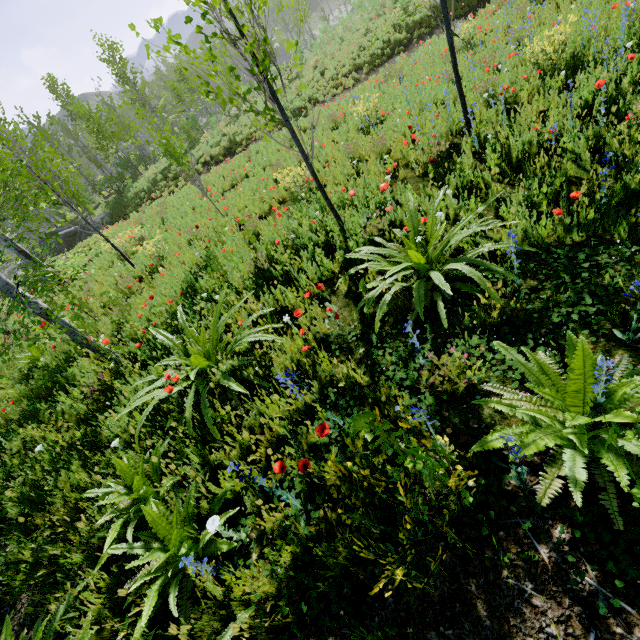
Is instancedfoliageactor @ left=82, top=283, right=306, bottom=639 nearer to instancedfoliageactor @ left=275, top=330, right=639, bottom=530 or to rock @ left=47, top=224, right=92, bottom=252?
rock @ left=47, top=224, right=92, bottom=252

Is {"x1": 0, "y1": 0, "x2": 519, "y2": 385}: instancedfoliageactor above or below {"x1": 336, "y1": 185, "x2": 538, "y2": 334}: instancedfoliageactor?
above

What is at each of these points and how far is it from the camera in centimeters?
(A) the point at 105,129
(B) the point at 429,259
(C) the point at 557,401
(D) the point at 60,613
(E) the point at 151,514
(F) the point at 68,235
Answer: (A) instancedfoliageactor, 2206cm
(B) instancedfoliageactor, 339cm
(C) instancedfoliageactor, 175cm
(D) instancedfoliageactor, 231cm
(E) instancedfoliageactor, 234cm
(F) rock, 2203cm

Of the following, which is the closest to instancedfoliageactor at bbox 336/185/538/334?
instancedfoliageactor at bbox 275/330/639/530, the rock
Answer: instancedfoliageactor at bbox 275/330/639/530

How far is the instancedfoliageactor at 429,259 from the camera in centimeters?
269cm

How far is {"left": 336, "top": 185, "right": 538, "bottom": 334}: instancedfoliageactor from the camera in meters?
2.7

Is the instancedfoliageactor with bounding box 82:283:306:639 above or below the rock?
below

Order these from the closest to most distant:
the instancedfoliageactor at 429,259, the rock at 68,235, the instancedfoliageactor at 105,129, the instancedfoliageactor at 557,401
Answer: the instancedfoliageactor at 557,401 < the instancedfoliageactor at 429,259 < the instancedfoliageactor at 105,129 < the rock at 68,235
